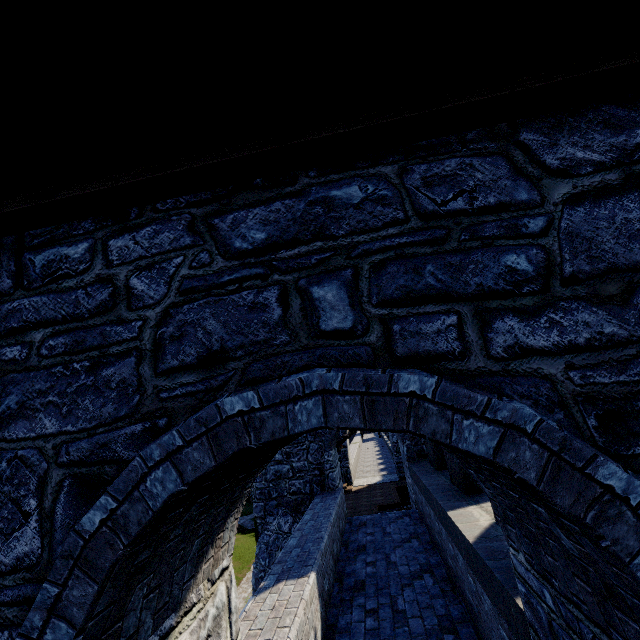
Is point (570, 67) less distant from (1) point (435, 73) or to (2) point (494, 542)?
(1) point (435, 73)
